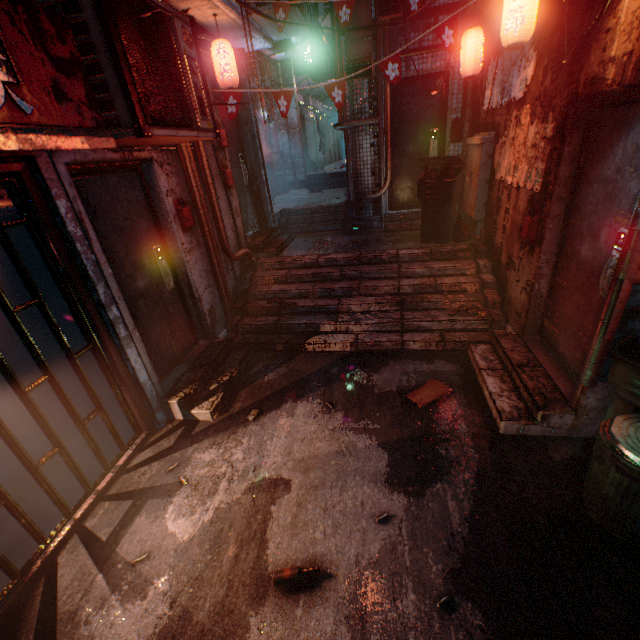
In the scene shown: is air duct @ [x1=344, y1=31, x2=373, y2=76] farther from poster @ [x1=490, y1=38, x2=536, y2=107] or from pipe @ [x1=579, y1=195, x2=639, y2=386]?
pipe @ [x1=579, y1=195, x2=639, y2=386]

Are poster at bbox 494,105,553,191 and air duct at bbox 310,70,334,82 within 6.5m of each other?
no

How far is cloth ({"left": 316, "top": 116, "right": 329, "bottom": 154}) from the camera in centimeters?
1104cm

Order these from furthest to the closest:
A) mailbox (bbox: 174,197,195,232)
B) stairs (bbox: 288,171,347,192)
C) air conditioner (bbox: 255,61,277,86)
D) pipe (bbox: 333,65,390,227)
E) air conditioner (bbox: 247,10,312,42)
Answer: stairs (bbox: 288,171,347,192)
air conditioner (bbox: 255,61,277,86)
pipe (bbox: 333,65,390,227)
air conditioner (bbox: 247,10,312,42)
mailbox (bbox: 174,197,195,232)

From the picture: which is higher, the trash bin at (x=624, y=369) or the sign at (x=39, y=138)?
the sign at (x=39, y=138)

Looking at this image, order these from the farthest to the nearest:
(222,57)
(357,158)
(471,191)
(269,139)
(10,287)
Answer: (269,139) → (357,158) → (471,191) → (222,57) → (10,287)

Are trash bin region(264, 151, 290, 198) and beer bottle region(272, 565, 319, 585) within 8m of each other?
no

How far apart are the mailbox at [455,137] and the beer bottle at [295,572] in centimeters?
611cm
